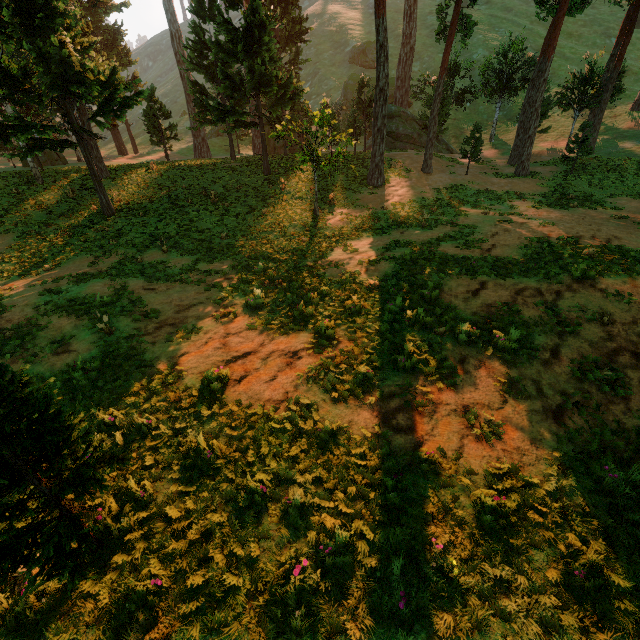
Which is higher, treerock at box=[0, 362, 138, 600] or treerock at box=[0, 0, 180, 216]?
treerock at box=[0, 0, 180, 216]

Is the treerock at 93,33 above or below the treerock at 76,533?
above

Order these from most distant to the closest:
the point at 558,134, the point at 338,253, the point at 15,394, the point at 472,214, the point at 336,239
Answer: the point at 558,134
the point at 472,214
the point at 336,239
the point at 338,253
the point at 15,394

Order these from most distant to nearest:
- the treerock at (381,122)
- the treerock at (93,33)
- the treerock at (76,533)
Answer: the treerock at (381,122) < the treerock at (93,33) < the treerock at (76,533)

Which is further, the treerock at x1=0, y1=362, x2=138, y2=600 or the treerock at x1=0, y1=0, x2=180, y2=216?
the treerock at x1=0, y1=0, x2=180, y2=216

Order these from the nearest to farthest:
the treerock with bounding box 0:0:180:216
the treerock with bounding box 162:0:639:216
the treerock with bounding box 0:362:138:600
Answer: the treerock with bounding box 0:362:138:600 < the treerock with bounding box 0:0:180:216 < the treerock with bounding box 162:0:639:216
